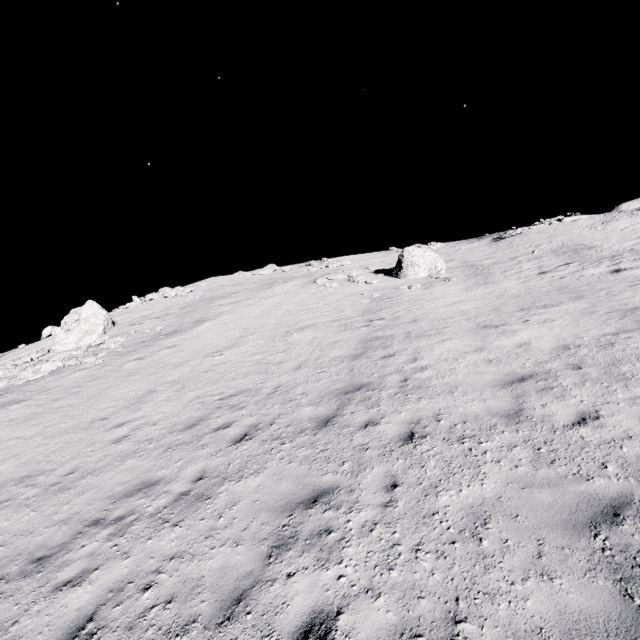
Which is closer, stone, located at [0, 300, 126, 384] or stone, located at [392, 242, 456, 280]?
stone, located at [0, 300, 126, 384]

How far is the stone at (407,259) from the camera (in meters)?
22.06

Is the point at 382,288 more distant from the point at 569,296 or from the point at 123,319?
the point at 123,319

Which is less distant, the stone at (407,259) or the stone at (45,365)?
the stone at (45,365)

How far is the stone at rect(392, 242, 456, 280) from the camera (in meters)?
22.06
